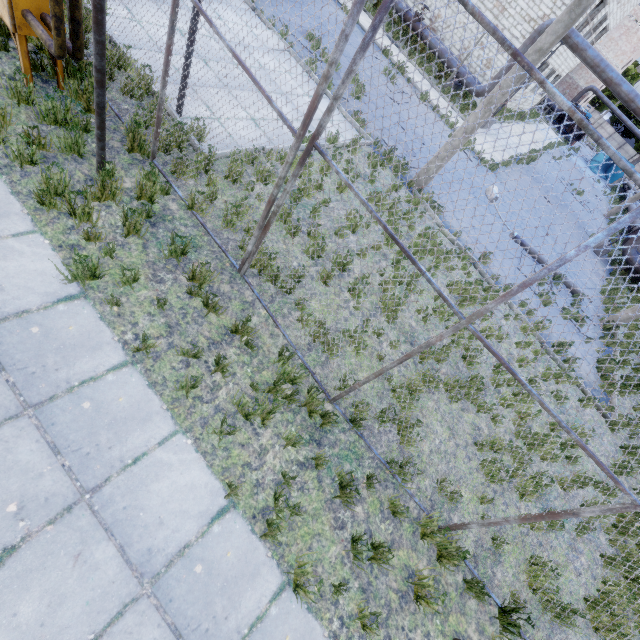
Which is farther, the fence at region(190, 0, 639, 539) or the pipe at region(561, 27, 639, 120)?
the pipe at region(561, 27, 639, 120)

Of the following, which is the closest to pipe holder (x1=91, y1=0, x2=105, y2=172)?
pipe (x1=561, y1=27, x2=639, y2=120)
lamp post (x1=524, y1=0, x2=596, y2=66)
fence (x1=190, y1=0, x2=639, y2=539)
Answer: fence (x1=190, y1=0, x2=639, y2=539)

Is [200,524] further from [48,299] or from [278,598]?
[48,299]

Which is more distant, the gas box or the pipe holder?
the gas box

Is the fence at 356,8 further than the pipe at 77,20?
No

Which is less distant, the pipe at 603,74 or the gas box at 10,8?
the gas box at 10,8

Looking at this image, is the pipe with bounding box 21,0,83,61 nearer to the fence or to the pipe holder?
the pipe holder

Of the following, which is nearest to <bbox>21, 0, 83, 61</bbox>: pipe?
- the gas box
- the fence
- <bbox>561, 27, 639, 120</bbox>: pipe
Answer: the gas box
